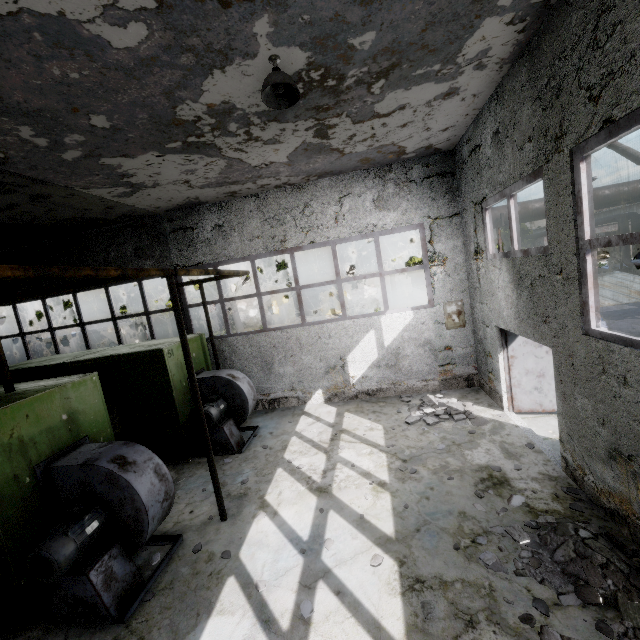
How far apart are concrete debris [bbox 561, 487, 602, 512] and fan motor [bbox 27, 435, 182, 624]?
6.1m

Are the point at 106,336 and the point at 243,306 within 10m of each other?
no

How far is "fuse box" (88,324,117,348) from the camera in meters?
17.5

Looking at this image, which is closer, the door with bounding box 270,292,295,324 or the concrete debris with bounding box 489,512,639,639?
the concrete debris with bounding box 489,512,639,639

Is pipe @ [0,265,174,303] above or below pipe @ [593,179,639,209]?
below

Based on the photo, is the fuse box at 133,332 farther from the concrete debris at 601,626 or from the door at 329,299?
the concrete debris at 601,626

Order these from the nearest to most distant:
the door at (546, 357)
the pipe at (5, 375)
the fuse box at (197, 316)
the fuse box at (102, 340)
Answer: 1. the pipe at (5, 375)
2. the door at (546, 357)
3. the fuse box at (102, 340)
4. the fuse box at (197, 316)

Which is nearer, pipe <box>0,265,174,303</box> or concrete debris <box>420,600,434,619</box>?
pipe <box>0,265,174,303</box>
